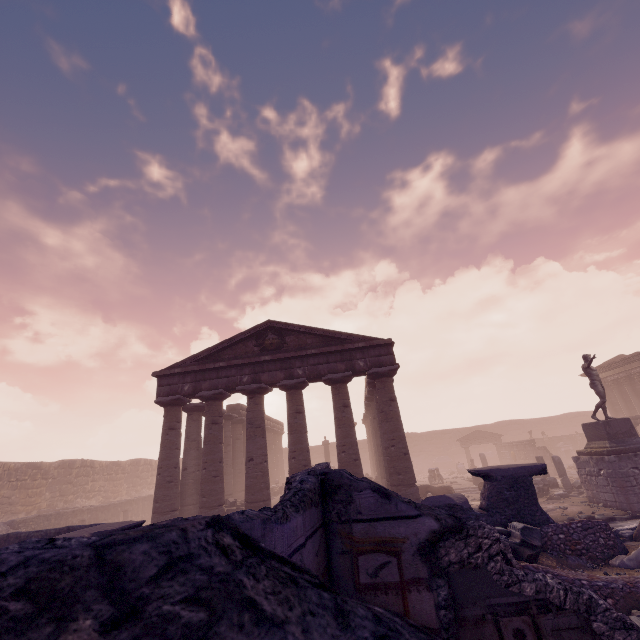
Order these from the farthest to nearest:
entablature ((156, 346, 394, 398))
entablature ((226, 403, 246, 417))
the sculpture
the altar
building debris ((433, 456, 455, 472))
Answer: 1. building debris ((433, 456, 455, 472))
2. the altar
3. entablature ((226, 403, 246, 417))
4. entablature ((156, 346, 394, 398))
5. the sculpture

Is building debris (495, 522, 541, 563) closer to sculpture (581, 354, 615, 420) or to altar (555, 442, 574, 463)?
sculpture (581, 354, 615, 420)

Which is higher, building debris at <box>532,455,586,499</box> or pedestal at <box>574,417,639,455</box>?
pedestal at <box>574,417,639,455</box>

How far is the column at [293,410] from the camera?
13.7m

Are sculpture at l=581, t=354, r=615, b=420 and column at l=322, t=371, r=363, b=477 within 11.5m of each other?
yes

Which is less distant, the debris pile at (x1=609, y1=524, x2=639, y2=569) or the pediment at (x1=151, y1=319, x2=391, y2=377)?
the debris pile at (x1=609, y1=524, x2=639, y2=569)

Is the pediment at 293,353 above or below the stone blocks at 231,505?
above

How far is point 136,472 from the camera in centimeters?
3116cm
